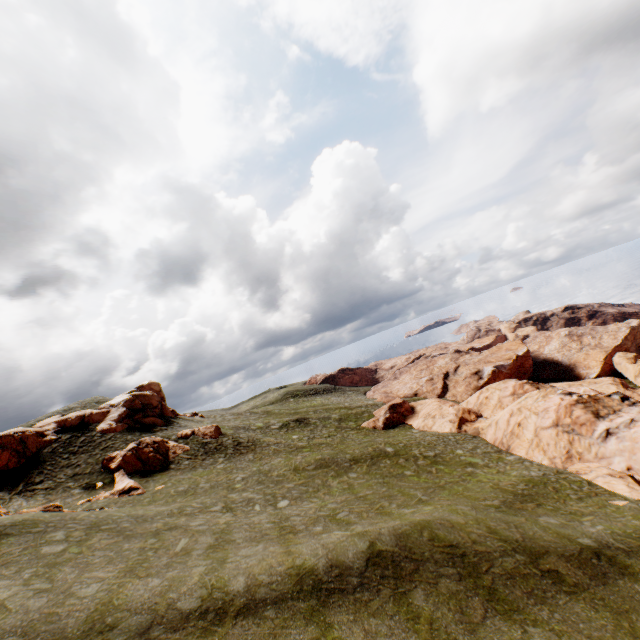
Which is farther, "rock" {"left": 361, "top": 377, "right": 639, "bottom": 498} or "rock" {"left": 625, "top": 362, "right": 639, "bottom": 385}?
"rock" {"left": 625, "top": 362, "right": 639, "bottom": 385}

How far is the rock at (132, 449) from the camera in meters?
29.1 m

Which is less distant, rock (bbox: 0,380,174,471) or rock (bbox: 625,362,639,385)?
rock (bbox: 0,380,174,471)

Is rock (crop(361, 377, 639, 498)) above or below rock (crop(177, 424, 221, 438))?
below

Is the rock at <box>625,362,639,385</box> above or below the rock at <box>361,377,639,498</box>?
below

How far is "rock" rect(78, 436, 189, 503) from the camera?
29.1 meters

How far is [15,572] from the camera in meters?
12.8
